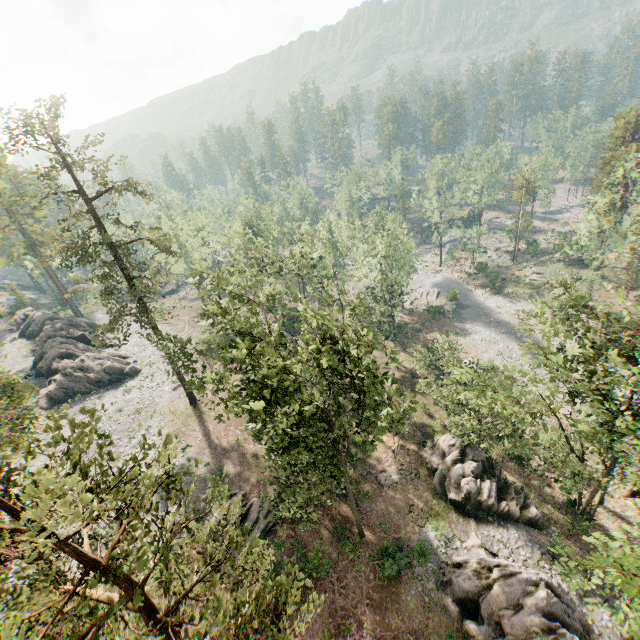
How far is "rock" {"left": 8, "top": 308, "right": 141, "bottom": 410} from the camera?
38.7 meters

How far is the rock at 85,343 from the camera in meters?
38.7

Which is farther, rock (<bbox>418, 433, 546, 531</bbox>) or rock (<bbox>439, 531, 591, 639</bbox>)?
rock (<bbox>418, 433, 546, 531</bbox>)

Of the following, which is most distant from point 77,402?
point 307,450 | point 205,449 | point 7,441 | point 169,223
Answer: point 307,450

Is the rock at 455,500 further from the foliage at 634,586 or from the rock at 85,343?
the rock at 85,343

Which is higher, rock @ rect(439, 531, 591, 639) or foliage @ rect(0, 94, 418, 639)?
foliage @ rect(0, 94, 418, 639)

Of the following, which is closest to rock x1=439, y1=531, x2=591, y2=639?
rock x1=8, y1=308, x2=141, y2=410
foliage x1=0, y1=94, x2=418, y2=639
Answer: foliage x1=0, y1=94, x2=418, y2=639
